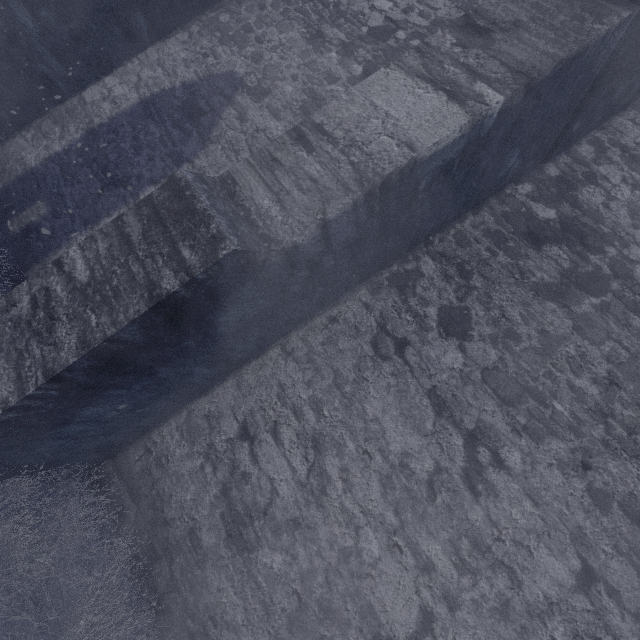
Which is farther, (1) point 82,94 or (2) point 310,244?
(1) point 82,94

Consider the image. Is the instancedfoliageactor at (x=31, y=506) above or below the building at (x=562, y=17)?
below

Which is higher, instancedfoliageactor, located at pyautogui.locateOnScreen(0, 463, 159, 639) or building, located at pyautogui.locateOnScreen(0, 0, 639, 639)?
building, located at pyautogui.locateOnScreen(0, 0, 639, 639)
